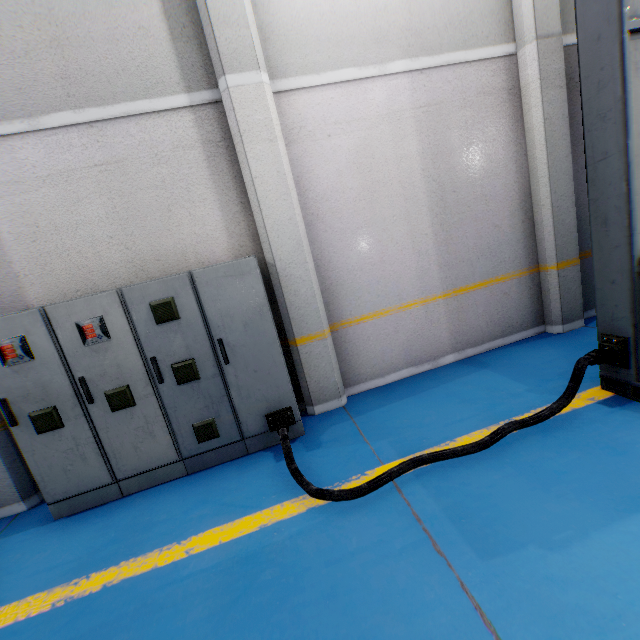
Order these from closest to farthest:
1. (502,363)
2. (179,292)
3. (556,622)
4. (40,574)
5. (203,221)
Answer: (556,622)
(40,574)
(179,292)
(203,221)
(502,363)

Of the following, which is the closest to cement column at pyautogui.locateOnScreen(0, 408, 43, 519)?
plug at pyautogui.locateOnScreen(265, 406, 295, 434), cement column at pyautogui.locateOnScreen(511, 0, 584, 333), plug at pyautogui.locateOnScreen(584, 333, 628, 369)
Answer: plug at pyautogui.locateOnScreen(265, 406, 295, 434)

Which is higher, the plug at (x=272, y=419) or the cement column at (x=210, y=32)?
the cement column at (x=210, y=32)

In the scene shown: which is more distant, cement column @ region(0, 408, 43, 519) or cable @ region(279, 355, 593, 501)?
cement column @ region(0, 408, 43, 519)

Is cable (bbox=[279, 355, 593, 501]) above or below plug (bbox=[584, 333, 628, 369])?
below

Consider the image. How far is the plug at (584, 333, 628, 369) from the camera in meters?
3.0

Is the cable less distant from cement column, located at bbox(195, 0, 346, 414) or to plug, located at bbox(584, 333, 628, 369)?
plug, located at bbox(584, 333, 628, 369)

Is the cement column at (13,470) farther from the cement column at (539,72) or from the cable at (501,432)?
the cement column at (539,72)
